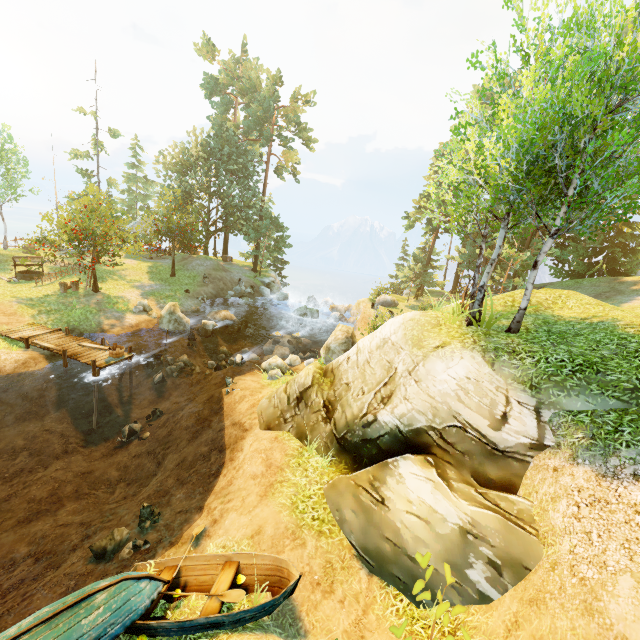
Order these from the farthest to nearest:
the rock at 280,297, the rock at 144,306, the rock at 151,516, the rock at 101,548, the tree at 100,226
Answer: the rock at 280,297 < the tree at 100,226 < the rock at 144,306 < the rock at 151,516 < the rock at 101,548

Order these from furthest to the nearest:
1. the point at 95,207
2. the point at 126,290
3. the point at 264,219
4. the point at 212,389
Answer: the point at 264,219 → the point at 95,207 → the point at 126,290 → the point at 212,389

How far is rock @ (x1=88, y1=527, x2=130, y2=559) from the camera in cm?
802

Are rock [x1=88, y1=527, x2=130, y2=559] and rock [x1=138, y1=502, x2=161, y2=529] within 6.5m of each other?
yes

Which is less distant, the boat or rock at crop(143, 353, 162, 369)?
the boat

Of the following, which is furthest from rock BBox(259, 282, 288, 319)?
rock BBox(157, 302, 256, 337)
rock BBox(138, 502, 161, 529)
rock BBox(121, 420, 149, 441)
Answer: rock BBox(138, 502, 161, 529)

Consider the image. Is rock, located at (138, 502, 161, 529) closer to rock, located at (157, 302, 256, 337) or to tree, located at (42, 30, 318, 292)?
tree, located at (42, 30, 318, 292)

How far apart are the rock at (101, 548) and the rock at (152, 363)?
10.6m
